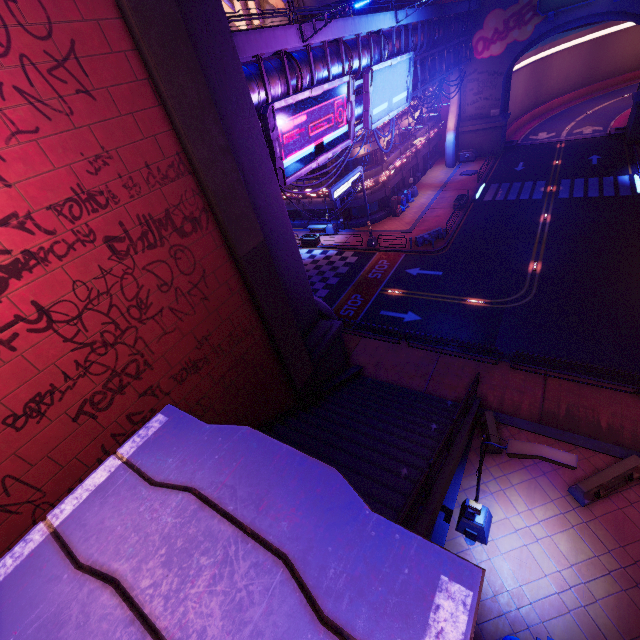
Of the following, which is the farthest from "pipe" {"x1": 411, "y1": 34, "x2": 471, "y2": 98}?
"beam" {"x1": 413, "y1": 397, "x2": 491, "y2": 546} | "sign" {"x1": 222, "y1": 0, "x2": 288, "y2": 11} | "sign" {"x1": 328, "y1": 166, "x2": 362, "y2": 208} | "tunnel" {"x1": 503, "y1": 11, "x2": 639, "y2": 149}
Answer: "beam" {"x1": 413, "y1": 397, "x2": 491, "y2": 546}

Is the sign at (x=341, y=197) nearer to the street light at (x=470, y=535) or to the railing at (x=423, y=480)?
the railing at (x=423, y=480)

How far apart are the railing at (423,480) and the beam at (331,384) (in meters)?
5.99

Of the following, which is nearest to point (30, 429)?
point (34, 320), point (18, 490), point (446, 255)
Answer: point (18, 490)

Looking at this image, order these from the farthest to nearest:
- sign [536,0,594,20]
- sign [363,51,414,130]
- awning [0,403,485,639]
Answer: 1. sign [536,0,594,20]
2. sign [363,51,414,130]
3. awning [0,403,485,639]

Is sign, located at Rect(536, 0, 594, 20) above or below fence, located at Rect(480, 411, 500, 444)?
above

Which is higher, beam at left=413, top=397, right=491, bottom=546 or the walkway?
the walkway

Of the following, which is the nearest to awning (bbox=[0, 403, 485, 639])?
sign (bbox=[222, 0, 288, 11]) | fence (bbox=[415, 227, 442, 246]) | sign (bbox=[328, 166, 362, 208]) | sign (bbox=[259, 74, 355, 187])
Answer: sign (bbox=[259, 74, 355, 187])
